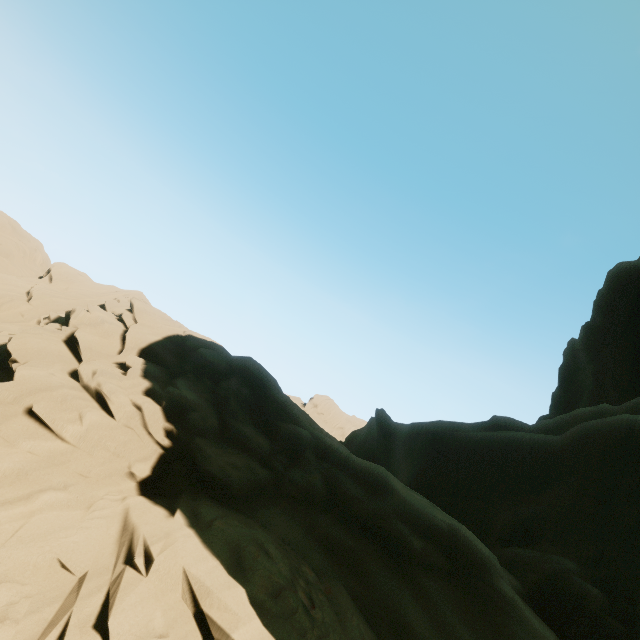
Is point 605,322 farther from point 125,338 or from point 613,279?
point 125,338
